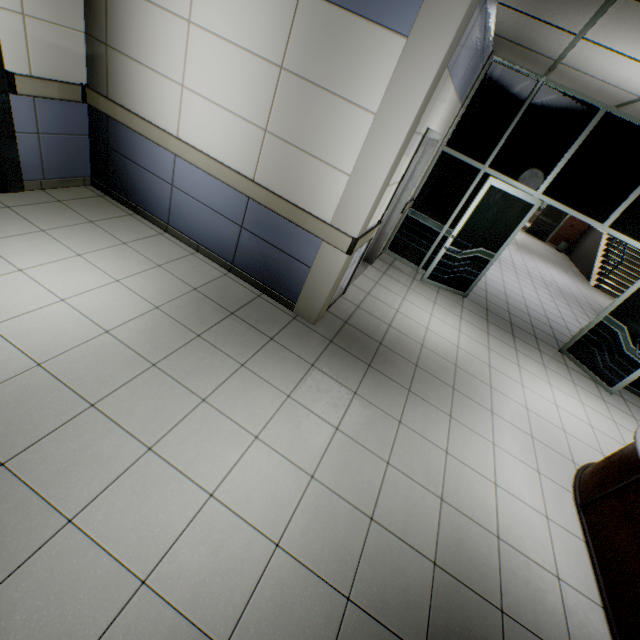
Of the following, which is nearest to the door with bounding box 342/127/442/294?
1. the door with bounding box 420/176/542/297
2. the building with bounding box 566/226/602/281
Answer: the door with bounding box 420/176/542/297

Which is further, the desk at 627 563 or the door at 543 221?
the door at 543 221

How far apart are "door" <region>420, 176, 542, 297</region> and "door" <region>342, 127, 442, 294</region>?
1.0 meters

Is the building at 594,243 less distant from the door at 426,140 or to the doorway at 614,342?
the doorway at 614,342

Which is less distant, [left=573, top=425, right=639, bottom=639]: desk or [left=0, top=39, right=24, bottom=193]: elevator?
[left=573, top=425, right=639, bottom=639]: desk

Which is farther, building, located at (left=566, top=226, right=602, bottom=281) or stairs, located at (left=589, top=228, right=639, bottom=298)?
building, located at (left=566, top=226, right=602, bottom=281)

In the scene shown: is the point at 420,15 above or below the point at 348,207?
above

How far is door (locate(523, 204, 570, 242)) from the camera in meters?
15.7
